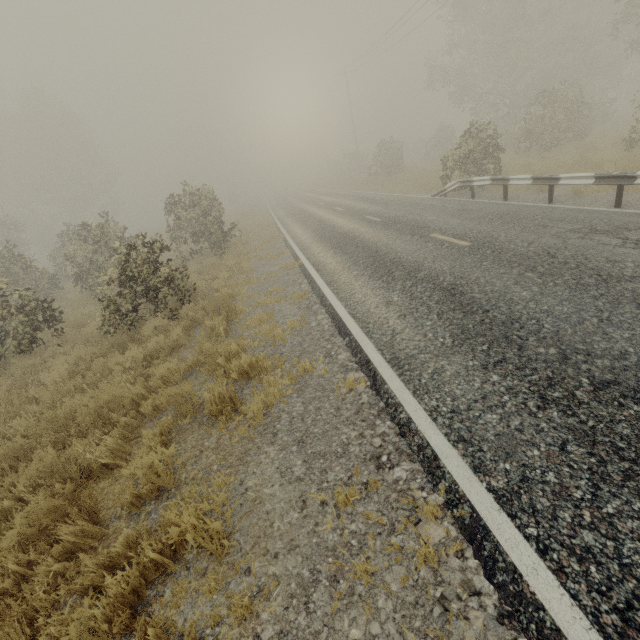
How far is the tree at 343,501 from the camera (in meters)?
2.92

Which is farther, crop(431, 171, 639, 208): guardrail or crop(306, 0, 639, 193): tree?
crop(306, 0, 639, 193): tree

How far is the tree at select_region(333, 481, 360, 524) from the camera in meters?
2.9 m

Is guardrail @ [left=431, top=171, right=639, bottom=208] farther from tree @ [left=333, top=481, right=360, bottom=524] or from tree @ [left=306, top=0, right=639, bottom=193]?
tree @ [left=306, top=0, right=639, bottom=193]

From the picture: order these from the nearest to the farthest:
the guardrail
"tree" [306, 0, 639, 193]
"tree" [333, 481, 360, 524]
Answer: "tree" [333, 481, 360, 524]
the guardrail
"tree" [306, 0, 639, 193]

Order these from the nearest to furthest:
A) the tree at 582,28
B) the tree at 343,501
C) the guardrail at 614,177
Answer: the tree at 343,501
the guardrail at 614,177
the tree at 582,28

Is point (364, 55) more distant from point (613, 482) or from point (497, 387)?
point (613, 482)

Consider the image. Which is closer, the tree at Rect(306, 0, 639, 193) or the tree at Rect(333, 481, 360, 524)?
the tree at Rect(333, 481, 360, 524)
